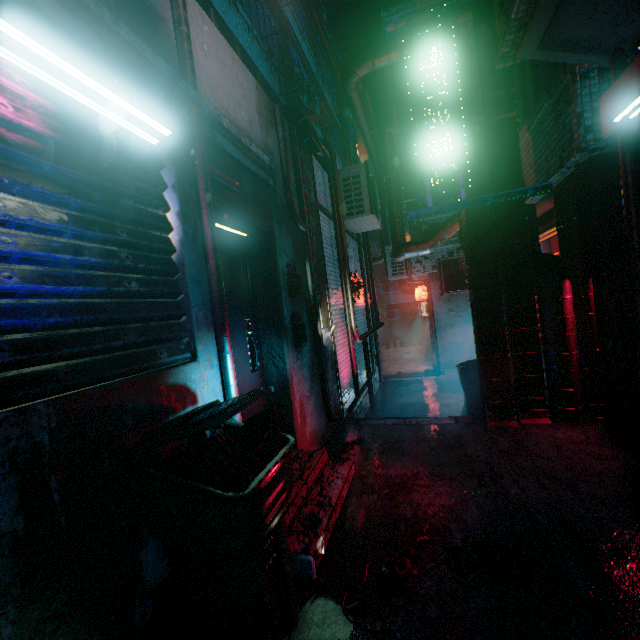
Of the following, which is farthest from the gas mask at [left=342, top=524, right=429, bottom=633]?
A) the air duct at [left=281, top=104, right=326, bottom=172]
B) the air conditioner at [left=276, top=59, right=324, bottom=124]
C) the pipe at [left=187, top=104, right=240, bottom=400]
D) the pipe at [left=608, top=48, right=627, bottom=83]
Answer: the air conditioner at [left=276, top=59, right=324, bottom=124]

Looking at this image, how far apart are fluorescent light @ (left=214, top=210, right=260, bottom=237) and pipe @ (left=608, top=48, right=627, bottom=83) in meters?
2.8

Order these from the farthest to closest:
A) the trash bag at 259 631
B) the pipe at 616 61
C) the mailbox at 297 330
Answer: the mailbox at 297 330 < the pipe at 616 61 < the trash bag at 259 631

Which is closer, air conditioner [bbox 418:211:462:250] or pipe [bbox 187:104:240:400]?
pipe [bbox 187:104:240:400]

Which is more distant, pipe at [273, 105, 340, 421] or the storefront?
the storefront

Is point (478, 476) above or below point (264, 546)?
below

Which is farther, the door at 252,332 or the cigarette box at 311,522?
the door at 252,332

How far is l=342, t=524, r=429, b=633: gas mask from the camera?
1.6m
